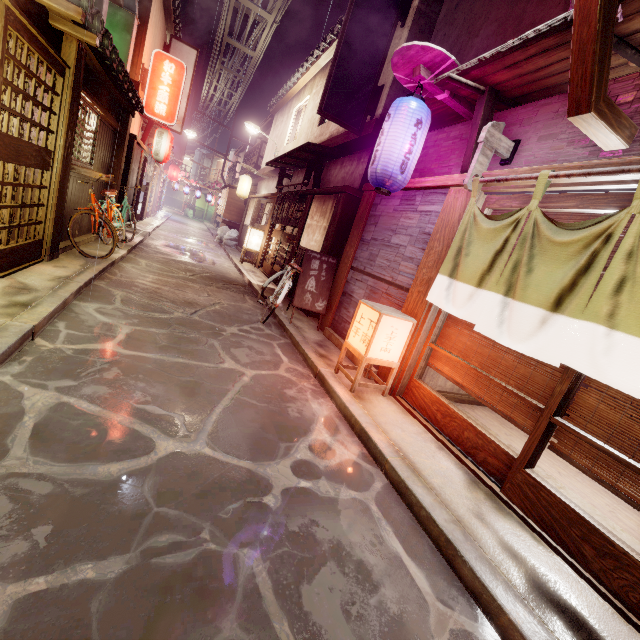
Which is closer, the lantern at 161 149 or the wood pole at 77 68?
the wood pole at 77 68

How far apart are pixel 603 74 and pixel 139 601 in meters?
8.0 m

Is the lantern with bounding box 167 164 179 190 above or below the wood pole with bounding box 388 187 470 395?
above

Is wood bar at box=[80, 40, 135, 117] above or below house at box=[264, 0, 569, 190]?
below

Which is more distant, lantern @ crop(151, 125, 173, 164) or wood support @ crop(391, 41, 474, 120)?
lantern @ crop(151, 125, 173, 164)

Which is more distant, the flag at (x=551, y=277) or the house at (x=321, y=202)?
the house at (x=321, y=202)

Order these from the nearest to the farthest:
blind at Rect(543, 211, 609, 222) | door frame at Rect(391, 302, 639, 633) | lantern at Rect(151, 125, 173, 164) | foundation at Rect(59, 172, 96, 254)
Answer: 1. door frame at Rect(391, 302, 639, 633)
2. blind at Rect(543, 211, 609, 222)
3. foundation at Rect(59, 172, 96, 254)
4. lantern at Rect(151, 125, 173, 164)

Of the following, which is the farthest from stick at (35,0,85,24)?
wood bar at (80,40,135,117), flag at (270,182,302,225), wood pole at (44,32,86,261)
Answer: flag at (270,182,302,225)
